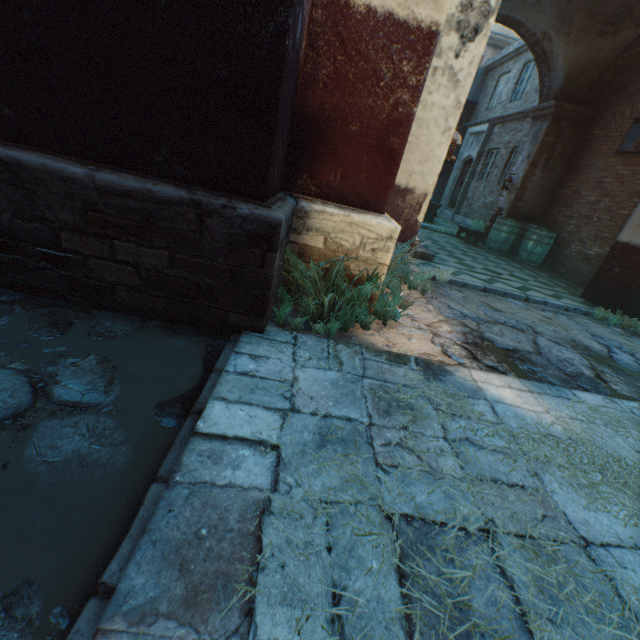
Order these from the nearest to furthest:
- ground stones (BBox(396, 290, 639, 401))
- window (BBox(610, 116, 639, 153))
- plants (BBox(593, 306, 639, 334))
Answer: ground stones (BBox(396, 290, 639, 401)), plants (BBox(593, 306, 639, 334)), window (BBox(610, 116, 639, 153))

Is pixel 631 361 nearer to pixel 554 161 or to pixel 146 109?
pixel 146 109

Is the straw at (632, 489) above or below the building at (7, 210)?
below

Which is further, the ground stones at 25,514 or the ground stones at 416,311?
the ground stones at 416,311

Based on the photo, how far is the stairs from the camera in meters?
6.3 m

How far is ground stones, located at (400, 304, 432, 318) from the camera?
3.62m

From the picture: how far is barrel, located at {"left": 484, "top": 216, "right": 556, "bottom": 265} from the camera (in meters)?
8.77

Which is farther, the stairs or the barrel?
the barrel
